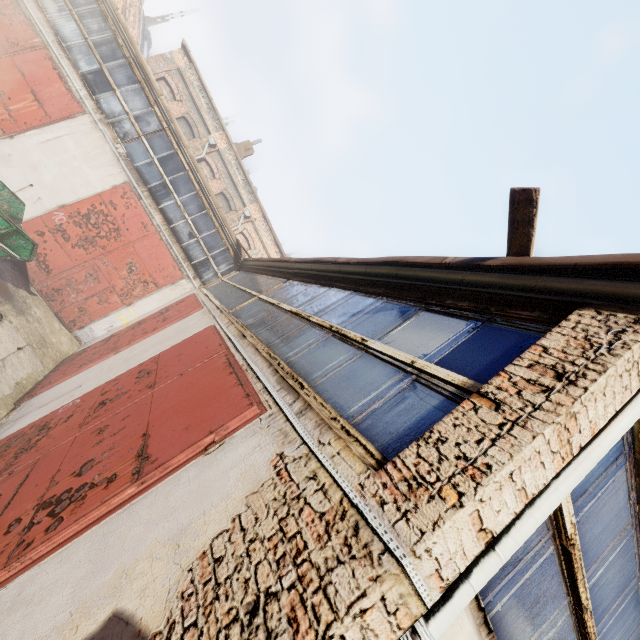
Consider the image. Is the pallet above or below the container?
above

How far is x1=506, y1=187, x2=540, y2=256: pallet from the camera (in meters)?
2.63

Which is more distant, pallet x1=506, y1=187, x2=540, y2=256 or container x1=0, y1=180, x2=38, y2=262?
container x1=0, y1=180, x2=38, y2=262

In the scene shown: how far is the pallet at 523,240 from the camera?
2.6m

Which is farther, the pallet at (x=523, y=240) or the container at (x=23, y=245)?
the container at (x=23, y=245)

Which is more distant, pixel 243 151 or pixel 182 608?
pixel 243 151
